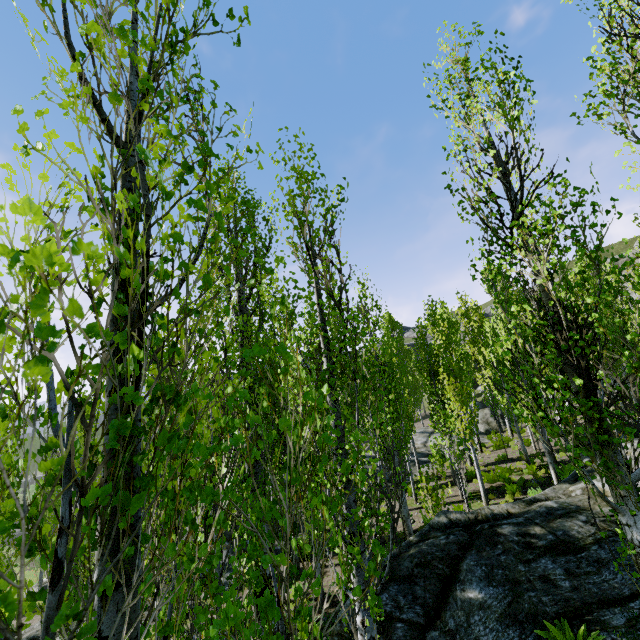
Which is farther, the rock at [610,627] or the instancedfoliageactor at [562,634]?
the rock at [610,627]

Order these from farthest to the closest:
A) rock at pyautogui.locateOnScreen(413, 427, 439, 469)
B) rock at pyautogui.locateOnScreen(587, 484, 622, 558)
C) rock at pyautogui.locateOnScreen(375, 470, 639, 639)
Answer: rock at pyautogui.locateOnScreen(413, 427, 439, 469)
rock at pyautogui.locateOnScreen(587, 484, 622, 558)
rock at pyautogui.locateOnScreen(375, 470, 639, 639)

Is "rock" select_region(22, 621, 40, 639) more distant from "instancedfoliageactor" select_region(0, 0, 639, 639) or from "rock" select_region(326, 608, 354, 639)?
"rock" select_region(326, 608, 354, 639)

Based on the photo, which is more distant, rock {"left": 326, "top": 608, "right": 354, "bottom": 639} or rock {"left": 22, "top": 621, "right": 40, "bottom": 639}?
rock {"left": 22, "top": 621, "right": 40, "bottom": 639}

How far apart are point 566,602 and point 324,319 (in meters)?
6.56

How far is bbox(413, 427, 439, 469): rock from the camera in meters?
23.5

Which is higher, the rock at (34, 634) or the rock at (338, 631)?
the rock at (338, 631)

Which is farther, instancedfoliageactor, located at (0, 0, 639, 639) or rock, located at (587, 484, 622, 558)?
rock, located at (587, 484, 622, 558)
